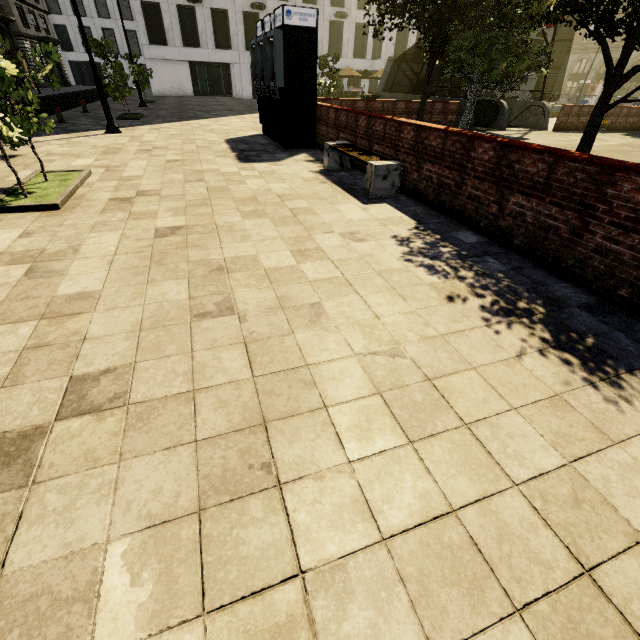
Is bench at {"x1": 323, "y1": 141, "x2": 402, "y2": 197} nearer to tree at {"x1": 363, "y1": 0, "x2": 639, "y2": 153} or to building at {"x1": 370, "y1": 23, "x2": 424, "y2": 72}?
tree at {"x1": 363, "y1": 0, "x2": 639, "y2": 153}

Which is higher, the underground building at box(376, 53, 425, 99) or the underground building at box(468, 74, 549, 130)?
the underground building at box(376, 53, 425, 99)

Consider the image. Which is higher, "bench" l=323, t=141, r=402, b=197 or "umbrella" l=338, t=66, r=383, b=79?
"umbrella" l=338, t=66, r=383, b=79

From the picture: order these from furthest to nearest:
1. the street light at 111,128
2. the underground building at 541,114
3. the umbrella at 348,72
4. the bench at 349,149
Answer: the umbrella at 348,72 < the underground building at 541,114 < the street light at 111,128 < the bench at 349,149

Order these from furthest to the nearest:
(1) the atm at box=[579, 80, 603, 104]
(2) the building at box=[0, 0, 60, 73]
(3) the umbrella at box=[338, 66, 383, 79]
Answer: (1) the atm at box=[579, 80, 603, 104]
(2) the building at box=[0, 0, 60, 73]
(3) the umbrella at box=[338, 66, 383, 79]

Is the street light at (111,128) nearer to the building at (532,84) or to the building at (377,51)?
the building at (532,84)

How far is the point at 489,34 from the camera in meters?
11.8 m

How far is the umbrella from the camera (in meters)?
29.09
